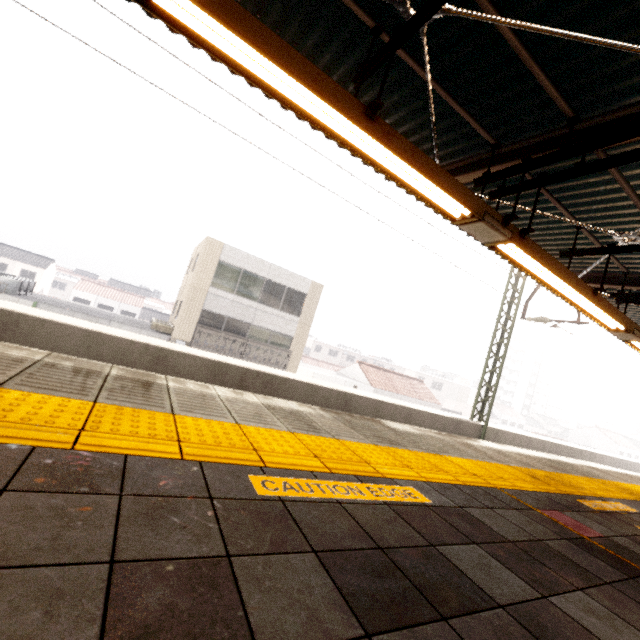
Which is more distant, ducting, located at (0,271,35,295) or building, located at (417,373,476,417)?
building, located at (417,373,476,417)

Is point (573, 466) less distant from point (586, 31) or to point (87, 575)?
point (586, 31)

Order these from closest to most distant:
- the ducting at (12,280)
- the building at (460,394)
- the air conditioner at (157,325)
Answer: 1. the ducting at (12,280)
2. the air conditioner at (157,325)
3. the building at (460,394)

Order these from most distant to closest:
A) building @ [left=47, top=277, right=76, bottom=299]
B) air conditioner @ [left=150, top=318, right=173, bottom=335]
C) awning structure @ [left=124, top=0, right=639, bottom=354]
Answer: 1. building @ [left=47, top=277, right=76, bottom=299]
2. air conditioner @ [left=150, top=318, right=173, bottom=335]
3. awning structure @ [left=124, top=0, right=639, bottom=354]

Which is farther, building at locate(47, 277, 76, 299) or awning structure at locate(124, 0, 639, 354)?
building at locate(47, 277, 76, 299)

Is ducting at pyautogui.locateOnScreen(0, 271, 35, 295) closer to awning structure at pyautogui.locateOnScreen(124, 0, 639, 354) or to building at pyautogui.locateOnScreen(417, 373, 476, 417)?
awning structure at pyautogui.locateOnScreen(124, 0, 639, 354)

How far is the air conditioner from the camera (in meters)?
17.69

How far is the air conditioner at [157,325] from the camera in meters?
17.7
